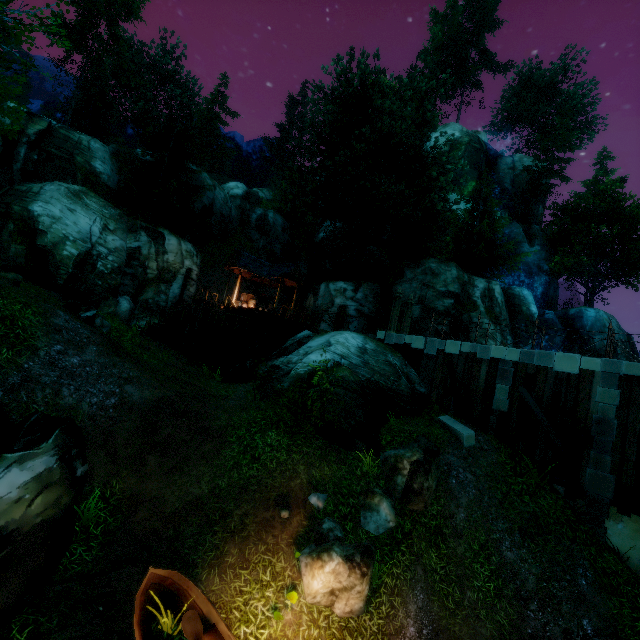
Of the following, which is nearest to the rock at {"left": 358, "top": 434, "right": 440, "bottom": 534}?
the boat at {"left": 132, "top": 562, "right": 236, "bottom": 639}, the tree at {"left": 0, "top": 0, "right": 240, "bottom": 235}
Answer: the boat at {"left": 132, "top": 562, "right": 236, "bottom": 639}

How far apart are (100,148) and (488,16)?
42.25m

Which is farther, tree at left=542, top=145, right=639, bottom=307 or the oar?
tree at left=542, top=145, right=639, bottom=307

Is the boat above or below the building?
below

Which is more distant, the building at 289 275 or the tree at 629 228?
the tree at 629 228

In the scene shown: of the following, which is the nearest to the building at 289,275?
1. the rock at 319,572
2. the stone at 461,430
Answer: the stone at 461,430

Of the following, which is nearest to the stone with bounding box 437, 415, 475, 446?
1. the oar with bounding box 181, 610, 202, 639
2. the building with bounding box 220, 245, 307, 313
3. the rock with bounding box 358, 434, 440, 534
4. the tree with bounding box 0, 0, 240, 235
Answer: the rock with bounding box 358, 434, 440, 534

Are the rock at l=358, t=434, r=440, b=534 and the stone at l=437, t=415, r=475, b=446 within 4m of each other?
yes
